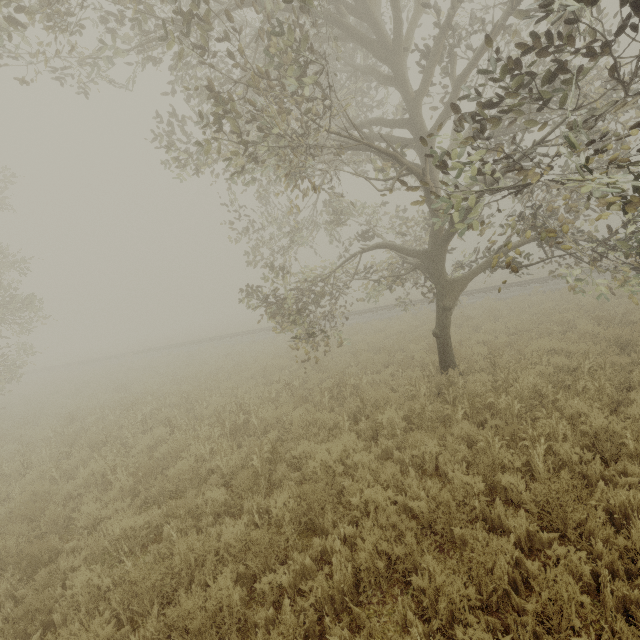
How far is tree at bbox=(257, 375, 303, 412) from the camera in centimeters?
902cm

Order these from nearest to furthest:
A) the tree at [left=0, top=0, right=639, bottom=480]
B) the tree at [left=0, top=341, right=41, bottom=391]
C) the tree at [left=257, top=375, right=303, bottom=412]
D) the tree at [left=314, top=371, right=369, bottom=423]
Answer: the tree at [left=0, top=0, right=639, bottom=480] → the tree at [left=314, top=371, right=369, bottom=423] → the tree at [left=257, top=375, right=303, bottom=412] → the tree at [left=0, top=341, right=41, bottom=391]

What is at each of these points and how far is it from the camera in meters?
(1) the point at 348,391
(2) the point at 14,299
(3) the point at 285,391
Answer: (1) tree, 8.7 m
(2) tree, 13.8 m
(3) tree, 9.6 m

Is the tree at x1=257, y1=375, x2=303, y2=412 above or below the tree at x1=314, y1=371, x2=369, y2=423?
below

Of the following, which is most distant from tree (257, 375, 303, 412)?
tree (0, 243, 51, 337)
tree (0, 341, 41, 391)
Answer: tree (0, 341, 41, 391)

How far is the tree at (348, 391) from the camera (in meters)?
7.74

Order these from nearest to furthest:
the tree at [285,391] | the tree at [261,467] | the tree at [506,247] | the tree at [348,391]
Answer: the tree at [506,247] < the tree at [261,467] < the tree at [348,391] < the tree at [285,391]
